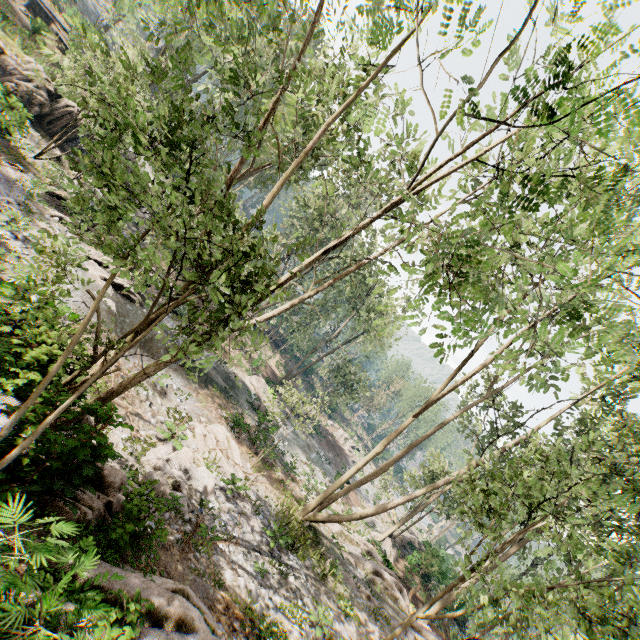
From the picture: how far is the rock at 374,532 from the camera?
26.0m

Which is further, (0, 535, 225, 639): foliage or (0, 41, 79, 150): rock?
(0, 41, 79, 150): rock

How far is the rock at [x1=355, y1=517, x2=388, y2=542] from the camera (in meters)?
25.98

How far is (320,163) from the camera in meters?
23.4

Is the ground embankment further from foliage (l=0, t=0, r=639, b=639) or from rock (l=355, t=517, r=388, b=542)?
rock (l=355, t=517, r=388, b=542)

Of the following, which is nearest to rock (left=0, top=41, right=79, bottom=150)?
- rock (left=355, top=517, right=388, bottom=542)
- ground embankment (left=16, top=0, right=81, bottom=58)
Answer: ground embankment (left=16, top=0, right=81, bottom=58)

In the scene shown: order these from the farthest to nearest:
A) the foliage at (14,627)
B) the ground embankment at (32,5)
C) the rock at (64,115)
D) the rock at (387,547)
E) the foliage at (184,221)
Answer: the ground embankment at (32,5)
the rock at (387,547)
the rock at (64,115)
the foliage at (184,221)
the foliage at (14,627)

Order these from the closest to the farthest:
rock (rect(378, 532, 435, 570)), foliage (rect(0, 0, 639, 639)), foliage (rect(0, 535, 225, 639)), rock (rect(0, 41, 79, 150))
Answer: foliage (rect(0, 535, 225, 639))
foliage (rect(0, 0, 639, 639))
rock (rect(0, 41, 79, 150))
rock (rect(378, 532, 435, 570))
